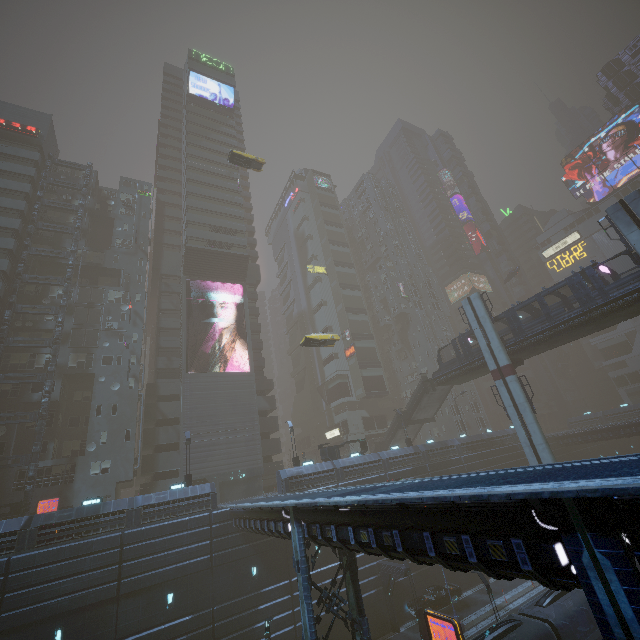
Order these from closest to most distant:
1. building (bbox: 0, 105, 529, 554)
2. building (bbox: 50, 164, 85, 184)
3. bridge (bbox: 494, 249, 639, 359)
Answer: bridge (bbox: 494, 249, 639, 359), building (bbox: 0, 105, 529, 554), building (bbox: 50, 164, 85, 184)

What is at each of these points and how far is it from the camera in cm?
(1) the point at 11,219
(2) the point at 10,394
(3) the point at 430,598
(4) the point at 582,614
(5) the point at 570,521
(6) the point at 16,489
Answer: (1) building, 3806
(2) building, 3316
(3) car, 2828
(4) train, 1673
(5) building, 592
(6) building, 3080

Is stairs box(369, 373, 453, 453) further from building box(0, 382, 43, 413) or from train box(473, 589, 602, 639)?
train box(473, 589, 602, 639)

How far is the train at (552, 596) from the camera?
16.6m

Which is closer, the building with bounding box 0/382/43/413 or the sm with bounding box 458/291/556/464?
the sm with bounding box 458/291/556/464

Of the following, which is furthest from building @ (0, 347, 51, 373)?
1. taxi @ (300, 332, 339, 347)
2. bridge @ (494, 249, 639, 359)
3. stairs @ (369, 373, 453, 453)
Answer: taxi @ (300, 332, 339, 347)

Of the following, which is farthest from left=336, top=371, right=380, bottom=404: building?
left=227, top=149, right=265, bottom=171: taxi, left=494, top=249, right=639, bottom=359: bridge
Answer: left=494, top=249, right=639, bottom=359: bridge

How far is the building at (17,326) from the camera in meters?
36.1
